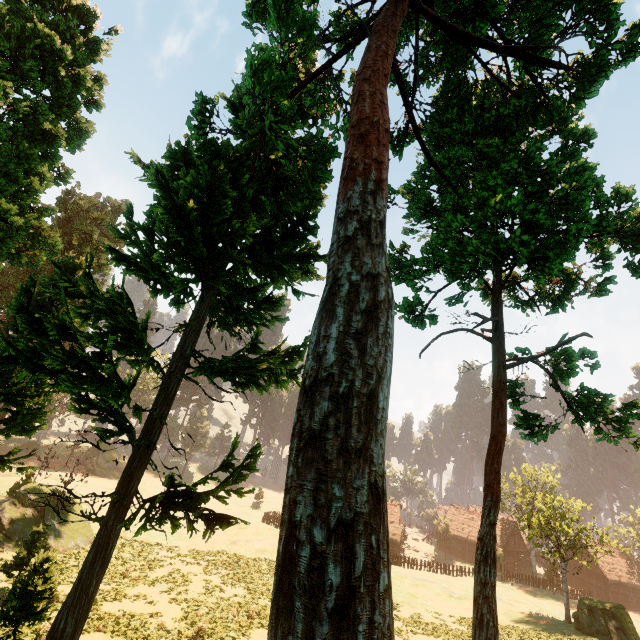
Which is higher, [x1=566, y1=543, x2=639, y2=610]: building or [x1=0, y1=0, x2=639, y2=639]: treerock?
[x1=0, y1=0, x2=639, y2=639]: treerock

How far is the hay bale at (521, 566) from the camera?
49.22m

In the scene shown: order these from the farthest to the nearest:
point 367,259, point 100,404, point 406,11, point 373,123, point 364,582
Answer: point 100,404
point 406,11
point 373,123
point 367,259
point 364,582

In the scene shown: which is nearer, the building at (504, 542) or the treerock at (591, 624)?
the treerock at (591, 624)

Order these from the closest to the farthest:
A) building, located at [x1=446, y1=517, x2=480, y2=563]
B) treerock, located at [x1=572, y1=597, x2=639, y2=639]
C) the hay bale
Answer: treerock, located at [x1=572, y1=597, x2=639, y2=639], the hay bale, building, located at [x1=446, y1=517, x2=480, y2=563]

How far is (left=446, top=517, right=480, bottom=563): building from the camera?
55.9m

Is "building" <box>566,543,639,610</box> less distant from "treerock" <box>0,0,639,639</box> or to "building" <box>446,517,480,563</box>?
"treerock" <box>0,0,639,639</box>

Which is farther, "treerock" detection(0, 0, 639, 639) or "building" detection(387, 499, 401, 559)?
"building" detection(387, 499, 401, 559)
